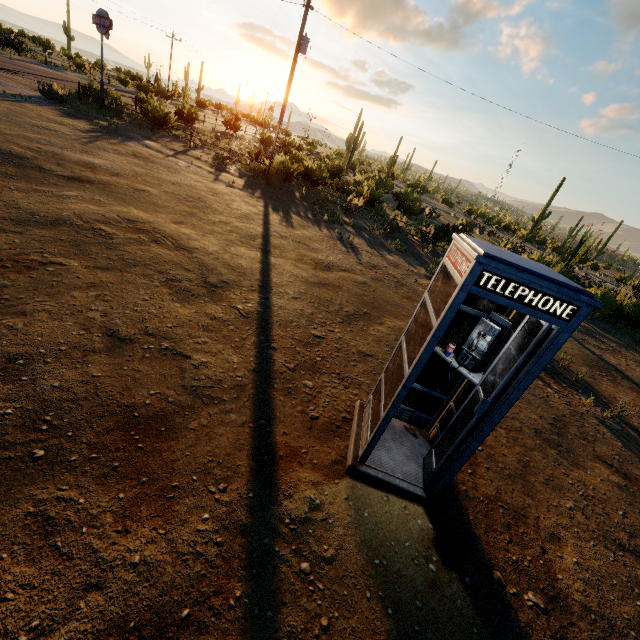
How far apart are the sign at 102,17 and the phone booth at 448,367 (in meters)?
25.18

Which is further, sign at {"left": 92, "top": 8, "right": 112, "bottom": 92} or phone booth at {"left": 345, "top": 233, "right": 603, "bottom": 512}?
sign at {"left": 92, "top": 8, "right": 112, "bottom": 92}

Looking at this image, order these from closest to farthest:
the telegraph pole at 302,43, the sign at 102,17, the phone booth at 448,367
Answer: the phone booth at 448,367 < the telegraph pole at 302,43 < the sign at 102,17

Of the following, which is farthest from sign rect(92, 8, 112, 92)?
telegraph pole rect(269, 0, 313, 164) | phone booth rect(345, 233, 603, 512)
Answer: phone booth rect(345, 233, 603, 512)

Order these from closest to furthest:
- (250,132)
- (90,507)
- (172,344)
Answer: (90,507) < (172,344) < (250,132)

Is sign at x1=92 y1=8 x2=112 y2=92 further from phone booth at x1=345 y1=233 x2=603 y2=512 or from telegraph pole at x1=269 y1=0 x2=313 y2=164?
phone booth at x1=345 y1=233 x2=603 y2=512

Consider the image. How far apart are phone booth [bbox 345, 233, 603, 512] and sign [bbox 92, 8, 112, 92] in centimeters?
2518cm
